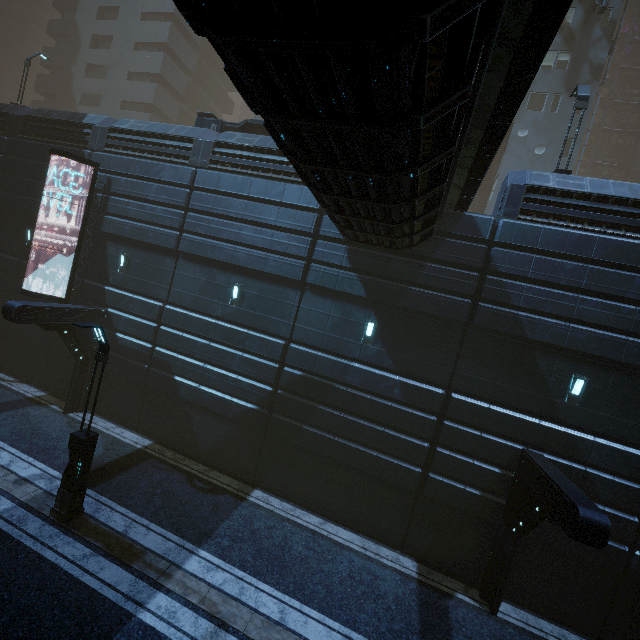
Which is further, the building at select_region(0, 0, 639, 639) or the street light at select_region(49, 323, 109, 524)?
the street light at select_region(49, 323, 109, 524)

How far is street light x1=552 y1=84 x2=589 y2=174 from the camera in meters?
12.5 m

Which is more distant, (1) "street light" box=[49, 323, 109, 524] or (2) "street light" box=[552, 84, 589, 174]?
(2) "street light" box=[552, 84, 589, 174]

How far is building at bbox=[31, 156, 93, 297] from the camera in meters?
15.4 m

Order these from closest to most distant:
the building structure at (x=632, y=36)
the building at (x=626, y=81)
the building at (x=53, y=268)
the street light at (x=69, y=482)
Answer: the street light at (x=69, y=482) → the building at (x=53, y=268) → the building structure at (x=632, y=36) → the building at (x=626, y=81)

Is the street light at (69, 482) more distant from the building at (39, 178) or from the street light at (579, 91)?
the street light at (579, 91)

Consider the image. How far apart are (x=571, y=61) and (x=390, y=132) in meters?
29.2

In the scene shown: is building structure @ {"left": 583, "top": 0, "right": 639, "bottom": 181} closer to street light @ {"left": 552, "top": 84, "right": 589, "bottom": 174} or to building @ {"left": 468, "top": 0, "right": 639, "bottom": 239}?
building @ {"left": 468, "top": 0, "right": 639, "bottom": 239}
